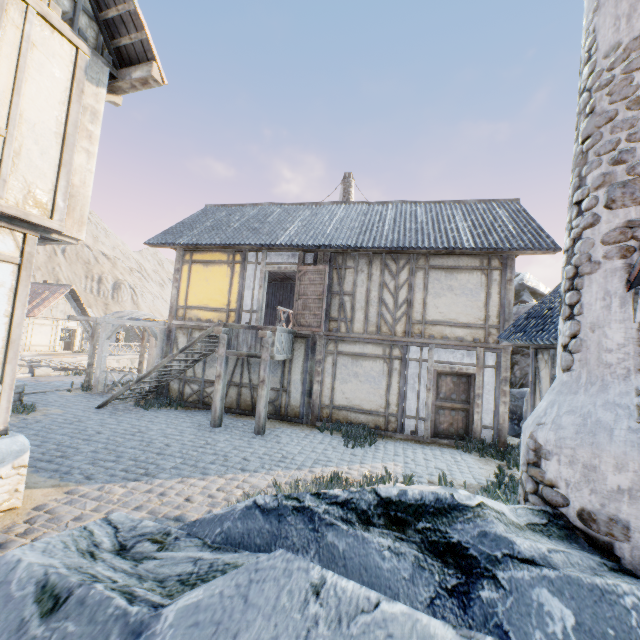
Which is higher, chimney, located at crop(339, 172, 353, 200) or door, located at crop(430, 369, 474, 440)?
chimney, located at crop(339, 172, 353, 200)

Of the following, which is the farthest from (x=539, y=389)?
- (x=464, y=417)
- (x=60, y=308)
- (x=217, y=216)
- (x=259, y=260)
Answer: (x=60, y=308)

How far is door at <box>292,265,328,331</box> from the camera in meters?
10.4

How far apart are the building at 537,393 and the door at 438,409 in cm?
293

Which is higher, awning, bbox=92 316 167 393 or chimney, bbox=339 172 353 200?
chimney, bbox=339 172 353 200

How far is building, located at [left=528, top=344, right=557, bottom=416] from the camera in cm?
565

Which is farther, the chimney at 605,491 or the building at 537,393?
the building at 537,393

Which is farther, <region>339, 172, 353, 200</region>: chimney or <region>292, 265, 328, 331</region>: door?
<region>339, 172, 353, 200</region>: chimney
